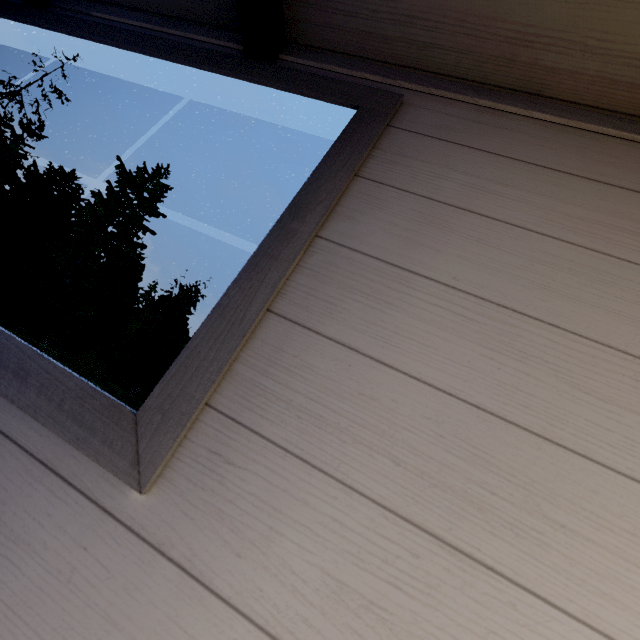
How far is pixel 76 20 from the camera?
1.3 meters
